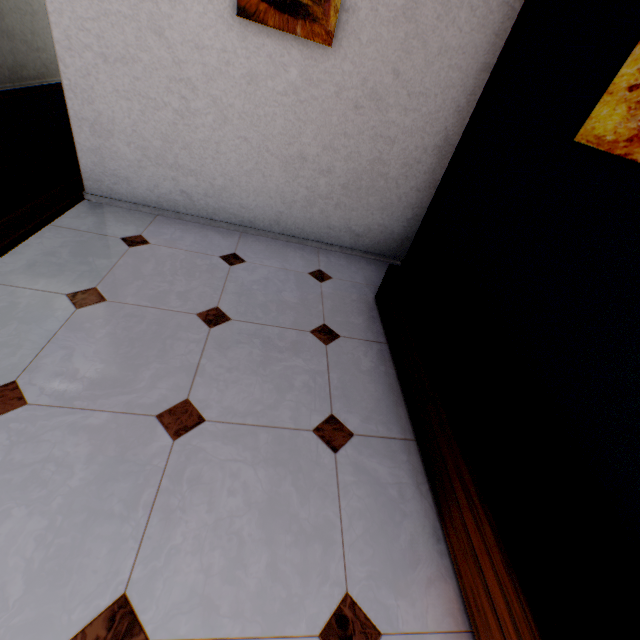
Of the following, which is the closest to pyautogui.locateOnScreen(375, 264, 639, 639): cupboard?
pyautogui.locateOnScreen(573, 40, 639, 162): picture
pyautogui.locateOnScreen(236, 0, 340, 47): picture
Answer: pyautogui.locateOnScreen(573, 40, 639, 162): picture

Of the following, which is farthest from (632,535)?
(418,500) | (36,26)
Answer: (36,26)

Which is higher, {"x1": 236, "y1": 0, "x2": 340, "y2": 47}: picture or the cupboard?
{"x1": 236, "y1": 0, "x2": 340, "y2": 47}: picture

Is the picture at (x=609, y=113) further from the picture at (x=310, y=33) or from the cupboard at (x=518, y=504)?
the picture at (x=310, y=33)

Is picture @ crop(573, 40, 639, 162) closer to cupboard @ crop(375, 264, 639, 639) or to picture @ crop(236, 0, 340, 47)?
cupboard @ crop(375, 264, 639, 639)
